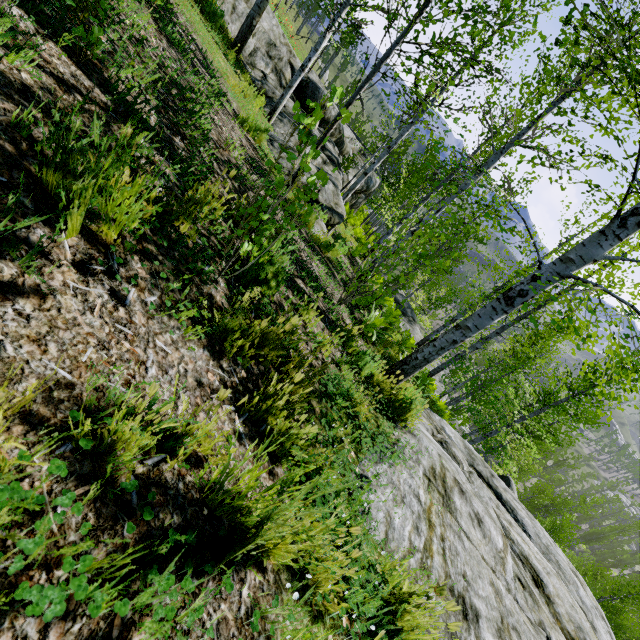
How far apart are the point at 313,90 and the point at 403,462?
14.18m

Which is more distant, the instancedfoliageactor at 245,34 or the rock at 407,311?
the rock at 407,311

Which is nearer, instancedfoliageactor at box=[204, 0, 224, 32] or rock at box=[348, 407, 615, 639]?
rock at box=[348, 407, 615, 639]

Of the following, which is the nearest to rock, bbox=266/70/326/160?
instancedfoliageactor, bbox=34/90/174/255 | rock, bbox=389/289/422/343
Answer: rock, bbox=389/289/422/343

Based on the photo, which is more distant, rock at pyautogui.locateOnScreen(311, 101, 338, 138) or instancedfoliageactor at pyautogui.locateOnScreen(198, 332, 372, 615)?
rock at pyautogui.locateOnScreen(311, 101, 338, 138)

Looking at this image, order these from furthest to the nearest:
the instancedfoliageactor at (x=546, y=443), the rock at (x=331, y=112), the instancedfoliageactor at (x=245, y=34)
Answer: the rock at (x=331, y=112) → the instancedfoliageactor at (x=245, y=34) → the instancedfoliageactor at (x=546, y=443)

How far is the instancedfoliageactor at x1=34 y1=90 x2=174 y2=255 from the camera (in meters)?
1.17

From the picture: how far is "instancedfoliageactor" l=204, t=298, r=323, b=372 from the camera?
1.9 meters
